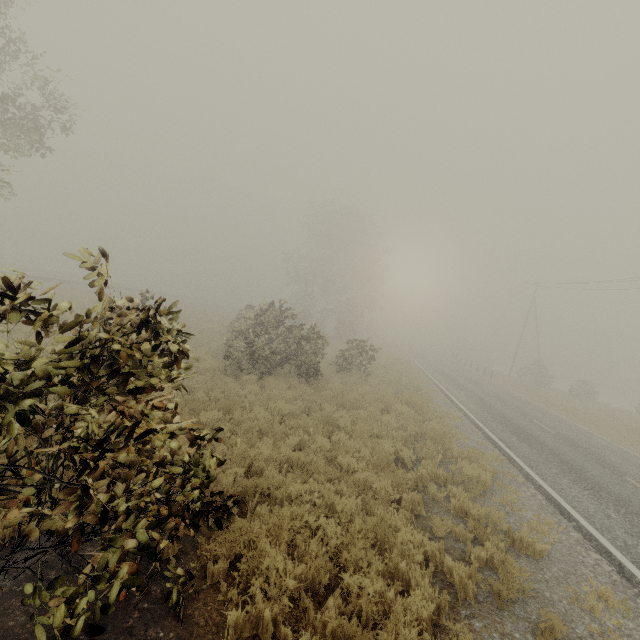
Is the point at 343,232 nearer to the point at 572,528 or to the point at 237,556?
the point at 572,528
